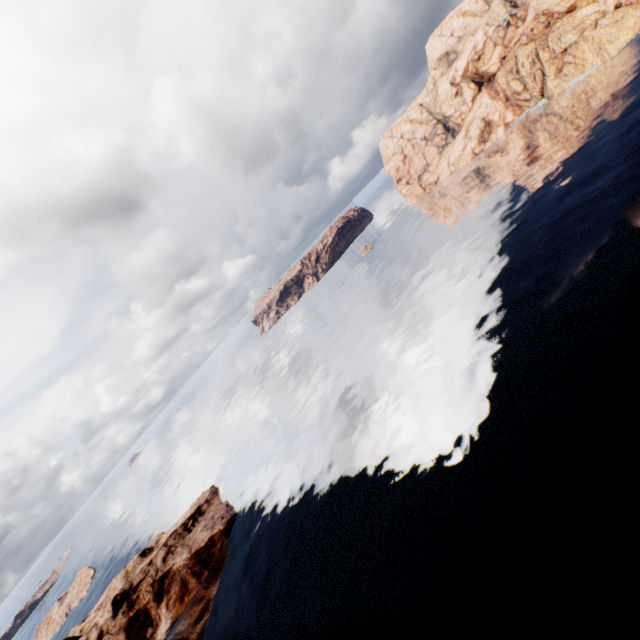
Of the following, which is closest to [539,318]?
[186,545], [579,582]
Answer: [579,582]
